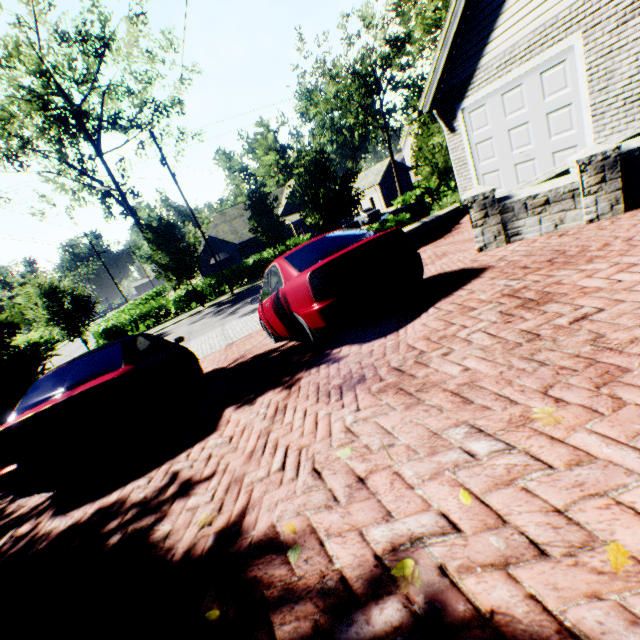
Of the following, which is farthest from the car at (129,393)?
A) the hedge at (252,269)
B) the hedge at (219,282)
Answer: the hedge at (252,269)

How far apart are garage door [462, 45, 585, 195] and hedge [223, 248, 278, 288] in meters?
19.9

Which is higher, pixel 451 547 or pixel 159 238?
pixel 159 238

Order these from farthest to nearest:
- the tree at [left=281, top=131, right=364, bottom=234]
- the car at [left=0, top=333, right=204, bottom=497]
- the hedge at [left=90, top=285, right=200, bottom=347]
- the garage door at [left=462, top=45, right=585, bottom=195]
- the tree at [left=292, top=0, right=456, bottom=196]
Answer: the hedge at [left=90, top=285, right=200, bottom=347], the tree at [left=292, top=0, right=456, bottom=196], the tree at [left=281, top=131, right=364, bottom=234], the garage door at [left=462, top=45, right=585, bottom=195], the car at [left=0, top=333, right=204, bottom=497]

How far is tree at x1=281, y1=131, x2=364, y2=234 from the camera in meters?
15.0

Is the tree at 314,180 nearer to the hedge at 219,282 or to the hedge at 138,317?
the hedge at 138,317

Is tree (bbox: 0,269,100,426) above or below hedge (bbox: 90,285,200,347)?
above

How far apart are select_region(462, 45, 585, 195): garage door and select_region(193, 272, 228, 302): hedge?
21.27m
